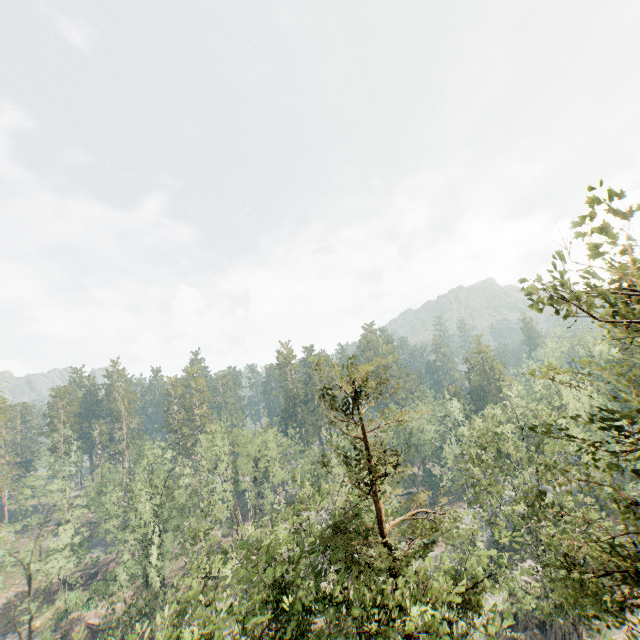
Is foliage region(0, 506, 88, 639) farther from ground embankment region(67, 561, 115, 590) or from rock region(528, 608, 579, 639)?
ground embankment region(67, 561, 115, 590)

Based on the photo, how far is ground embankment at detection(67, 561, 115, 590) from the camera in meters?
54.6 m

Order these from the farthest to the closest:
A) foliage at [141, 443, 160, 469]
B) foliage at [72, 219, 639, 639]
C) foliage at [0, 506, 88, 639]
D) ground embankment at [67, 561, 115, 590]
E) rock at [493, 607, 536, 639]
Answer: ground embankment at [67, 561, 115, 590] → foliage at [141, 443, 160, 469] → foliage at [0, 506, 88, 639] → rock at [493, 607, 536, 639] → foliage at [72, 219, 639, 639]

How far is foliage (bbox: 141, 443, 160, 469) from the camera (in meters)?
44.21

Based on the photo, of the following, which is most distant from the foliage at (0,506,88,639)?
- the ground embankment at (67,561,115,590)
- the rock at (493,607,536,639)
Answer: the ground embankment at (67,561,115,590)

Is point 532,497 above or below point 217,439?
below

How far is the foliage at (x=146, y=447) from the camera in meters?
44.2

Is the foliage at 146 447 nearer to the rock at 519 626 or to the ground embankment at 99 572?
the rock at 519 626
